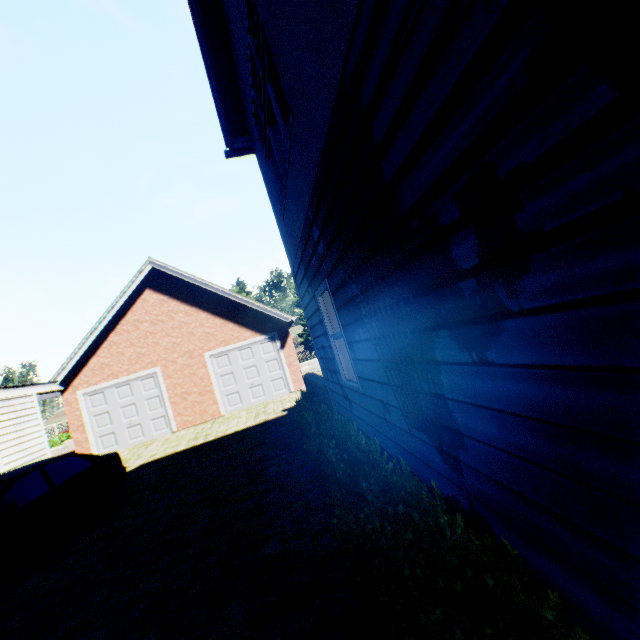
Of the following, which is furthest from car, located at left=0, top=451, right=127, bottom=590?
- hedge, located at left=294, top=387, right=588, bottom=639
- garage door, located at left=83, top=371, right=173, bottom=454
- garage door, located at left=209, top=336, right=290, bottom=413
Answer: garage door, located at left=209, top=336, right=290, bottom=413

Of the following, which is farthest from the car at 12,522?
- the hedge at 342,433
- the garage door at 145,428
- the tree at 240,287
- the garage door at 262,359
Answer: the tree at 240,287

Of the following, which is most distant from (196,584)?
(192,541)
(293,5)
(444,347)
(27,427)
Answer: (27,427)

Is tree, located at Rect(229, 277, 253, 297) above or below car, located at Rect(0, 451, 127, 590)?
above

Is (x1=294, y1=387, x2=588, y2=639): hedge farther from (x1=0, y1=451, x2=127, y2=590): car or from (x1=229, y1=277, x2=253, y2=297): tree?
(x1=229, y1=277, x2=253, y2=297): tree

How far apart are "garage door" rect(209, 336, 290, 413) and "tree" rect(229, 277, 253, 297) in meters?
23.8

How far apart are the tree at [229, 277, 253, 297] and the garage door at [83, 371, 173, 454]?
Result: 24.2 meters

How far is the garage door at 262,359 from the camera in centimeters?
1495cm
